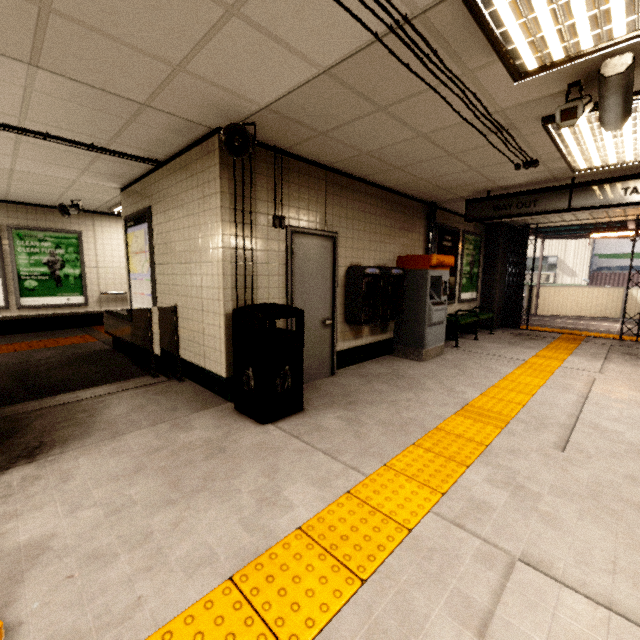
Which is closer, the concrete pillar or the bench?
the bench

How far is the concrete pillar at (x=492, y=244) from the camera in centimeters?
885cm

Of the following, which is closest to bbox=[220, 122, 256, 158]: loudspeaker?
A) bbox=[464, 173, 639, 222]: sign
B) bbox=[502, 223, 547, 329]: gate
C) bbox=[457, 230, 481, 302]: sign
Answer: bbox=[464, 173, 639, 222]: sign

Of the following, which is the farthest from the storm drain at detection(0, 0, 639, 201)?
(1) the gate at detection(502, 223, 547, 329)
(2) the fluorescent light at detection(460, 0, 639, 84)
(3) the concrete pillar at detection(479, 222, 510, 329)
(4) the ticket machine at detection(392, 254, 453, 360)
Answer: (1) the gate at detection(502, 223, 547, 329)

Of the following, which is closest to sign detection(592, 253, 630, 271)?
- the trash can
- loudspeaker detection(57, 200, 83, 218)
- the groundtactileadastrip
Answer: the groundtactileadastrip

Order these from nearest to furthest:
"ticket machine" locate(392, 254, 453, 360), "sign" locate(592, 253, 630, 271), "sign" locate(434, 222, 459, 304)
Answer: "ticket machine" locate(392, 254, 453, 360)
"sign" locate(434, 222, 459, 304)
"sign" locate(592, 253, 630, 271)

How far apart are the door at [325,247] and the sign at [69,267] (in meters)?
6.48

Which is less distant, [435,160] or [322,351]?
[435,160]
